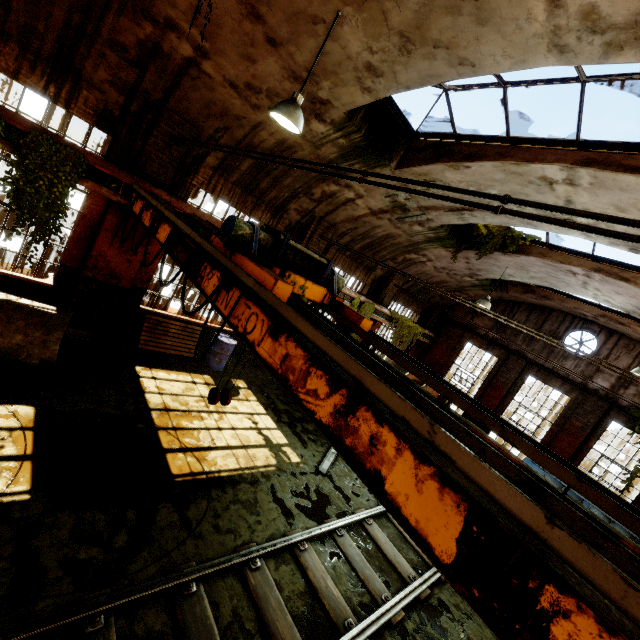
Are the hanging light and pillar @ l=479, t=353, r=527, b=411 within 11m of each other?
no

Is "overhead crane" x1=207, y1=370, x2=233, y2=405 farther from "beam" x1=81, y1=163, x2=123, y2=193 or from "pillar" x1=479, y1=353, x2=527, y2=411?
"pillar" x1=479, y1=353, x2=527, y2=411

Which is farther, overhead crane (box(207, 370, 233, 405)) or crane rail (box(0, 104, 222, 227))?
crane rail (box(0, 104, 222, 227))

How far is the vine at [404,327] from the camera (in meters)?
14.82

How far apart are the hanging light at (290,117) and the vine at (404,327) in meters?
10.4

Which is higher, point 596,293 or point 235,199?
point 596,293

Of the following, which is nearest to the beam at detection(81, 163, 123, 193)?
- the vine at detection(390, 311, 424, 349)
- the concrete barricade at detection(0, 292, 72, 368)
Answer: the concrete barricade at detection(0, 292, 72, 368)

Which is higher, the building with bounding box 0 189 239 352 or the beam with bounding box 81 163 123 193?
the beam with bounding box 81 163 123 193
